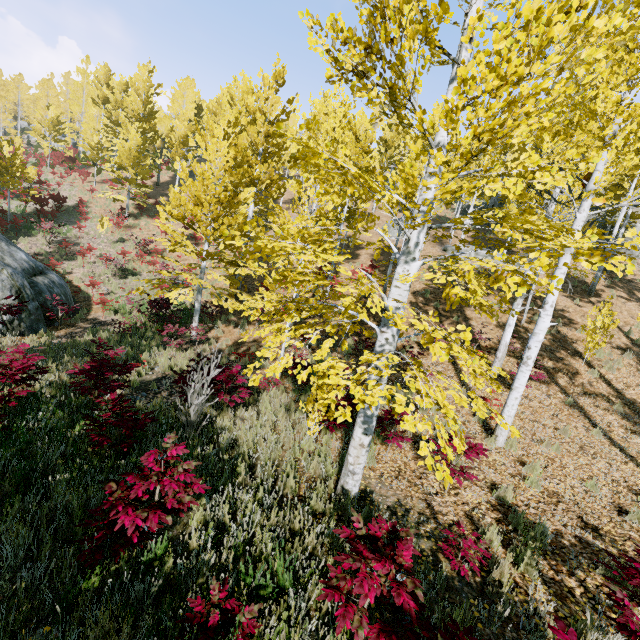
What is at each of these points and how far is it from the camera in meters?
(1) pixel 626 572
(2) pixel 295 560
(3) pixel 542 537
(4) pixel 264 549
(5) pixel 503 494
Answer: (1) instancedfoliageactor, 3.2 m
(2) instancedfoliageactor, 3.2 m
(3) instancedfoliageactor, 4.7 m
(4) instancedfoliageactor, 3.6 m
(5) instancedfoliageactor, 5.7 m

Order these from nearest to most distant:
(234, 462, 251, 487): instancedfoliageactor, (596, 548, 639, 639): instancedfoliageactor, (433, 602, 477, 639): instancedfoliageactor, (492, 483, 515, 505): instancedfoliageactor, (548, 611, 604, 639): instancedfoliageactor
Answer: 1. (548, 611, 604, 639): instancedfoliageactor
2. (433, 602, 477, 639): instancedfoliageactor
3. (596, 548, 639, 639): instancedfoliageactor
4. (234, 462, 251, 487): instancedfoliageactor
5. (492, 483, 515, 505): instancedfoliageactor

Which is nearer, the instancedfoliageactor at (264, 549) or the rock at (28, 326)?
the instancedfoliageactor at (264, 549)

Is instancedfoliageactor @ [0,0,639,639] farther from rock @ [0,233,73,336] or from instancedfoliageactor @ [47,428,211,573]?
rock @ [0,233,73,336]

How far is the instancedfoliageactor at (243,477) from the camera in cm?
504

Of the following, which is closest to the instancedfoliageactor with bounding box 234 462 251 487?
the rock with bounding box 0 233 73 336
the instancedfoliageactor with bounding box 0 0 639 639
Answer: the instancedfoliageactor with bounding box 0 0 639 639

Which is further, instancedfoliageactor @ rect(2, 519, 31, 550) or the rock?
the rock
